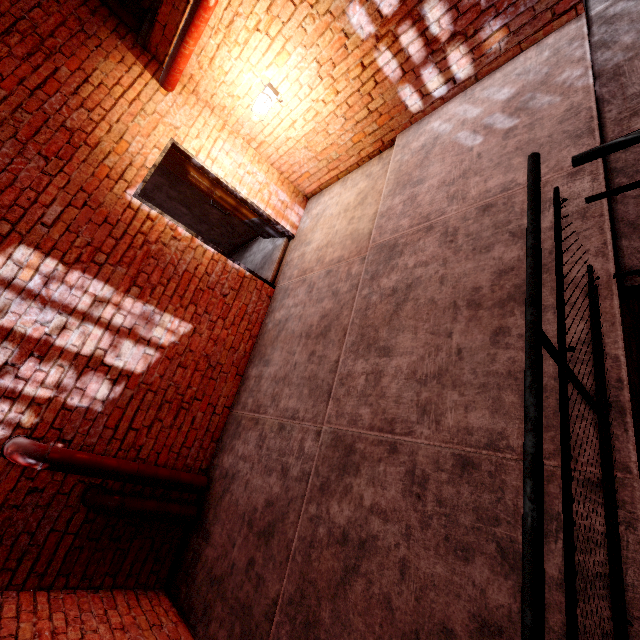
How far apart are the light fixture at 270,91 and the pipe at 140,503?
4.66m

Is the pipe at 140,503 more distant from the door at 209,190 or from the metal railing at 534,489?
the door at 209,190

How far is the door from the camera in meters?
4.7

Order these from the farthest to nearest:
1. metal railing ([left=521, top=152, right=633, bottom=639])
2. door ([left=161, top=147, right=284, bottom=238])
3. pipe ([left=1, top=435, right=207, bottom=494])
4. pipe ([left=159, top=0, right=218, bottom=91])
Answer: door ([left=161, top=147, right=284, bottom=238]), pipe ([left=159, top=0, right=218, bottom=91]), pipe ([left=1, top=435, right=207, bottom=494]), metal railing ([left=521, top=152, right=633, bottom=639])

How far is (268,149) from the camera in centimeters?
512cm

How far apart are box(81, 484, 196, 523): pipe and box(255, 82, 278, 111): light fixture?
4.66m

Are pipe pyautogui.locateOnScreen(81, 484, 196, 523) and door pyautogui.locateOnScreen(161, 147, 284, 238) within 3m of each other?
no

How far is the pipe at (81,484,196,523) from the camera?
3.1m
